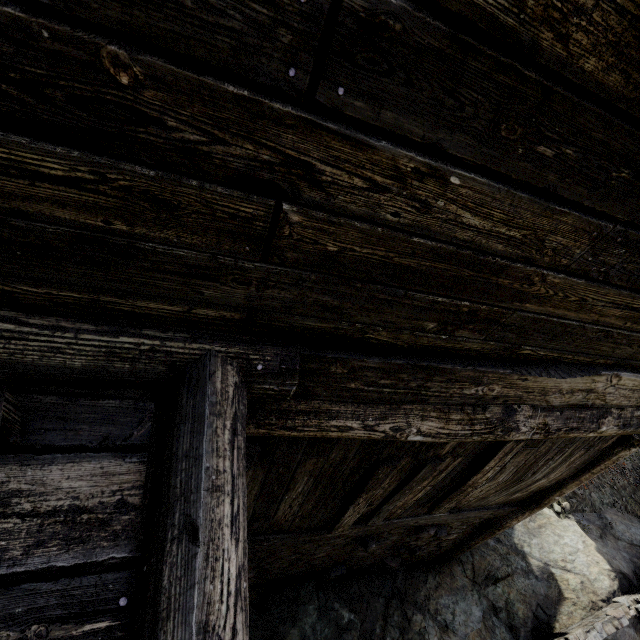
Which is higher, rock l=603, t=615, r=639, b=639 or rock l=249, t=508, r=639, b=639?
rock l=249, t=508, r=639, b=639

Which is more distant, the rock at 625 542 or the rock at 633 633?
the rock at 633 633

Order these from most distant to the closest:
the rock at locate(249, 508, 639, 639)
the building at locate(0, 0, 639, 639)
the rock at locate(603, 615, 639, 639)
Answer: the rock at locate(603, 615, 639, 639) → the rock at locate(249, 508, 639, 639) → the building at locate(0, 0, 639, 639)

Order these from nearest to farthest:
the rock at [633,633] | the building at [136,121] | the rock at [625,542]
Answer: the building at [136,121]
the rock at [625,542]
the rock at [633,633]

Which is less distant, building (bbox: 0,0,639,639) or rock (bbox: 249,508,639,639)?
building (bbox: 0,0,639,639)

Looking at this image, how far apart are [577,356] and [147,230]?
2.95m

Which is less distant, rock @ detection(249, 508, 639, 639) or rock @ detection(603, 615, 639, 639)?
rock @ detection(249, 508, 639, 639)
